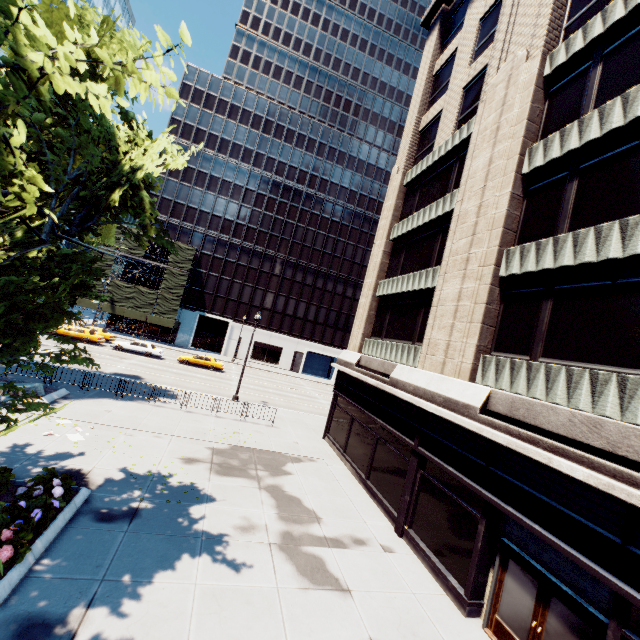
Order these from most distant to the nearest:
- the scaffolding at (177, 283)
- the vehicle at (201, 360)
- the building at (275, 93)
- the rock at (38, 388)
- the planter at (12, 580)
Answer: the scaffolding at (177, 283) → the vehicle at (201, 360) → the rock at (38, 388) → the building at (275, 93) → the planter at (12, 580)

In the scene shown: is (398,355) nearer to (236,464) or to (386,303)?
(386,303)

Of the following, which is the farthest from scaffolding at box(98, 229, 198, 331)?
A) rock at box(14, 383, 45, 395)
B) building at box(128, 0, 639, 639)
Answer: building at box(128, 0, 639, 639)

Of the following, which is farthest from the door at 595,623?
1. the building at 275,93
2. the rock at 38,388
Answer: the rock at 38,388

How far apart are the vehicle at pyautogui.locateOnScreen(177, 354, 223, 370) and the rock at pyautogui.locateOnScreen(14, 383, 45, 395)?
20.1m

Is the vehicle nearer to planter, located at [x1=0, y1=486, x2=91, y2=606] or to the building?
the building

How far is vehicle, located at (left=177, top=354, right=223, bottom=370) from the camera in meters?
36.9 m

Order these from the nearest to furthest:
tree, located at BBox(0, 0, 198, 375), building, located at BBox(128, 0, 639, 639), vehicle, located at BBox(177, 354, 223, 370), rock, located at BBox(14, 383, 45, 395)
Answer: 1. tree, located at BBox(0, 0, 198, 375)
2. building, located at BBox(128, 0, 639, 639)
3. rock, located at BBox(14, 383, 45, 395)
4. vehicle, located at BBox(177, 354, 223, 370)
